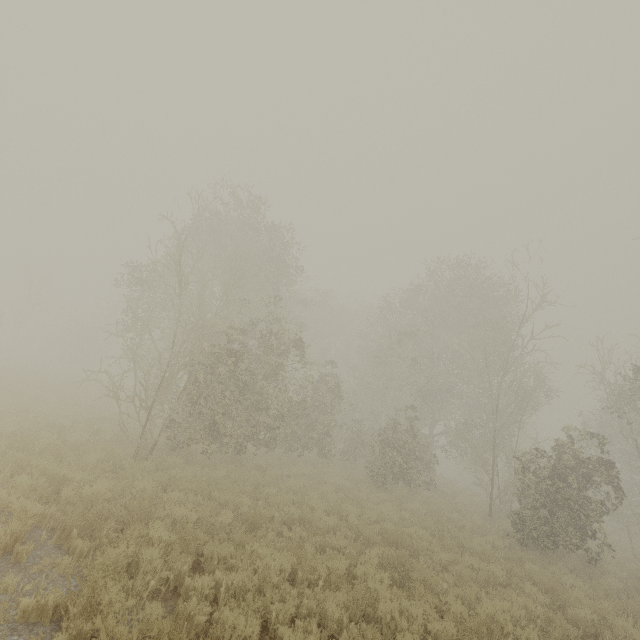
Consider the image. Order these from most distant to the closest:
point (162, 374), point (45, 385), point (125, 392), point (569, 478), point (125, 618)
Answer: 1. point (45, 385)
2. point (162, 374)
3. point (569, 478)
4. point (125, 392)
5. point (125, 618)
